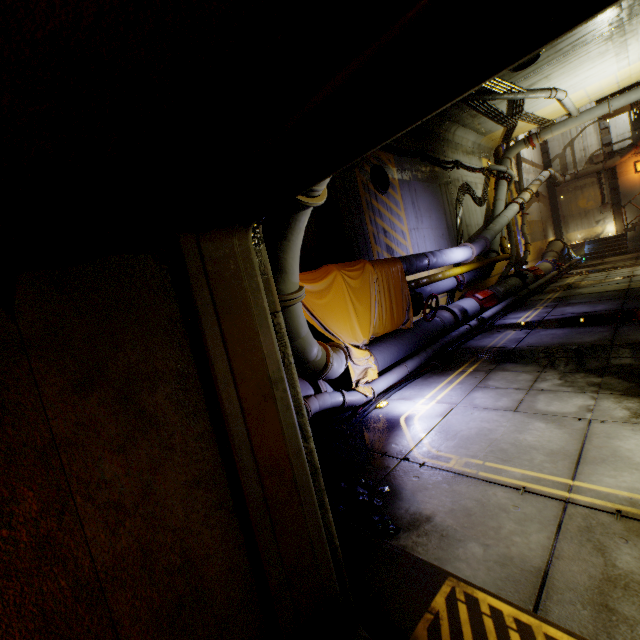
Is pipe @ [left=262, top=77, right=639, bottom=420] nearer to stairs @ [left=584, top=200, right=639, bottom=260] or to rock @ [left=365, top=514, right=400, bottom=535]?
stairs @ [left=584, top=200, right=639, bottom=260]

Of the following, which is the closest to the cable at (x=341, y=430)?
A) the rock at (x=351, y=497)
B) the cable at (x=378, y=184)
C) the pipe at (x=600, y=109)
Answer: the pipe at (x=600, y=109)

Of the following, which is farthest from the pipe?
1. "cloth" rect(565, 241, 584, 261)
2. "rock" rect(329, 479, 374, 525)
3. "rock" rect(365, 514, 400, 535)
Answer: "rock" rect(365, 514, 400, 535)

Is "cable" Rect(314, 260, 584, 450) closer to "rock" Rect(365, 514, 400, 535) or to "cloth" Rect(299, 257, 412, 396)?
"cloth" Rect(299, 257, 412, 396)

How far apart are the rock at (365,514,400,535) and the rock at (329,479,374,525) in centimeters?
12cm

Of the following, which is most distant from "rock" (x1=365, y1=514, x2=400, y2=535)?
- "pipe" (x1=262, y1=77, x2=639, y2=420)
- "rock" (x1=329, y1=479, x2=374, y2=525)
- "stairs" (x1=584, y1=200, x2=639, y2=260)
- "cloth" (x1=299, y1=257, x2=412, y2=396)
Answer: "stairs" (x1=584, y1=200, x2=639, y2=260)

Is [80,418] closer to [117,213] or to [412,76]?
[117,213]

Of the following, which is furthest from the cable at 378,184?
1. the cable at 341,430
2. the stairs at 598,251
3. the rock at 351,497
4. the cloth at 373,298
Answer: the rock at 351,497
